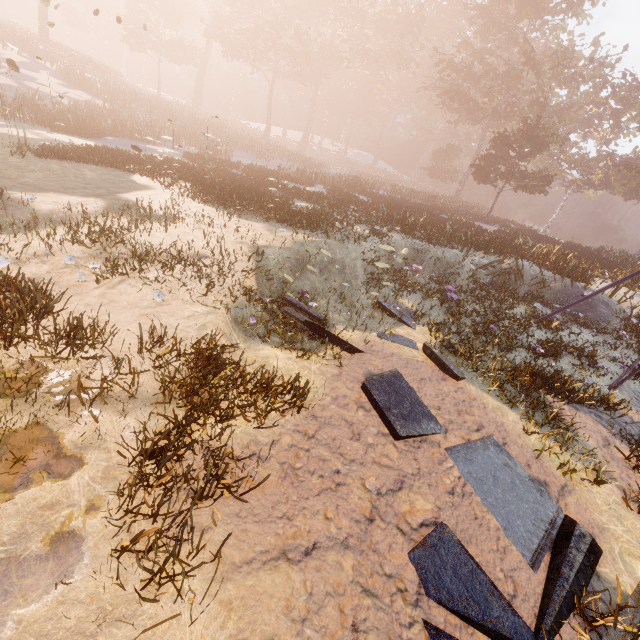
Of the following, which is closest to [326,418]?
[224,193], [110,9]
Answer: [224,193]
